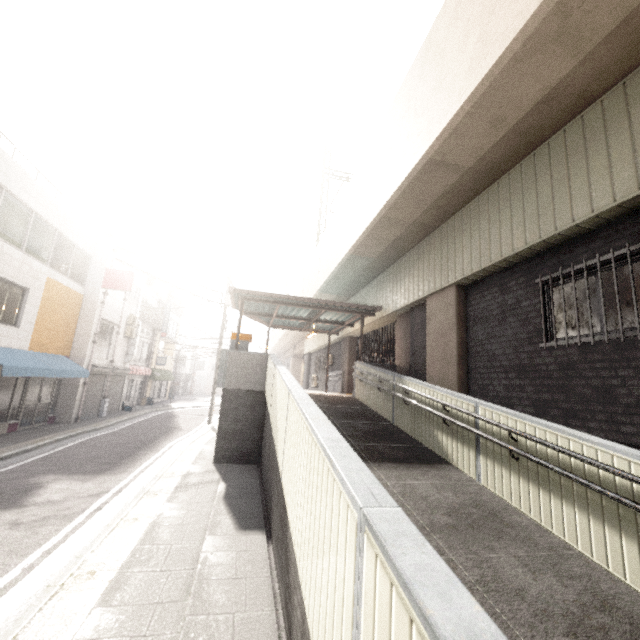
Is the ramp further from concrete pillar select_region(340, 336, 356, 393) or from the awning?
the awning

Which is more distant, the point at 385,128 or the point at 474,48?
the point at 385,128

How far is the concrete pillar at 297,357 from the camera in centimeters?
2691cm

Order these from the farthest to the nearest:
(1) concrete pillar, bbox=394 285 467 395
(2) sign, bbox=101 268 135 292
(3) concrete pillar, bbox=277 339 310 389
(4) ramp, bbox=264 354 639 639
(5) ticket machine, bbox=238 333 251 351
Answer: (3) concrete pillar, bbox=277 339 310 389 → (2) sign, bbox=101 268 135 292 → (5) ticket machine, bbox=238 333 251 351 → (1) concrete pillar, bbox=394 285 467 395 → (4) ramp, bbox=264 354 639 639

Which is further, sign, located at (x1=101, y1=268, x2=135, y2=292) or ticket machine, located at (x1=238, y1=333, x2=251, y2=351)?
sign, located at (x1=101, y1=268, x2=135, y2=292)

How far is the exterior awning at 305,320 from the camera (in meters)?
11.09

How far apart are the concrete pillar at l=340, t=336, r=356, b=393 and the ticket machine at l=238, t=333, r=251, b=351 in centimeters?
632cm

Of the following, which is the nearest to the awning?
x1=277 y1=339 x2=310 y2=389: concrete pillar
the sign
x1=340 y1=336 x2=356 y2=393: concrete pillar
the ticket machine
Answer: the sign
